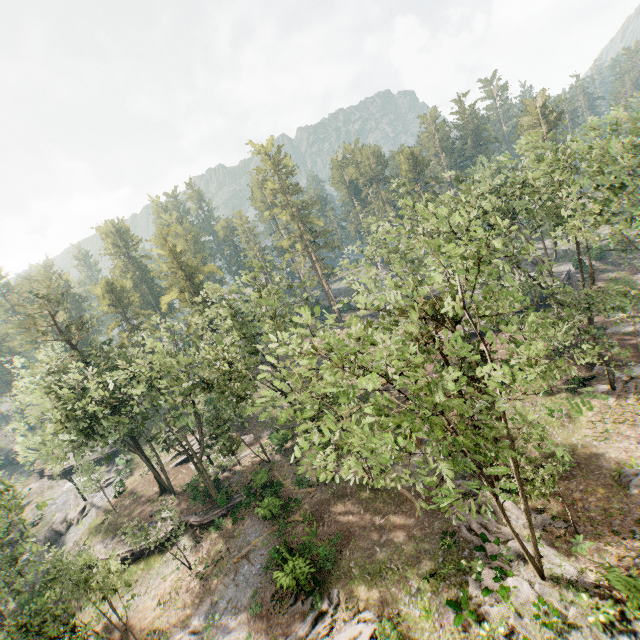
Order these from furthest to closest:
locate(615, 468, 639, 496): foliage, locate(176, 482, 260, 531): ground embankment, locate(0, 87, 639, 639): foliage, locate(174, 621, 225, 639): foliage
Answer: locate(176, 482, 260, 531): ground embankment < locate(174, 621, 225, 639): foliage < locate(615, 468, 639, 496): foliage < locate(0, 87, 639, 639): foliage

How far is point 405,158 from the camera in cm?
5700

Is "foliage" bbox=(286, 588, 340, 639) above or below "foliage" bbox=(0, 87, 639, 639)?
below

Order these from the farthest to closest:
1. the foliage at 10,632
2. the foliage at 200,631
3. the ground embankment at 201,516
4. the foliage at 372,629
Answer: the ground embankment at 201,516
the foliage at 200,631
the foliage at 372,629
the foliage at 10,632

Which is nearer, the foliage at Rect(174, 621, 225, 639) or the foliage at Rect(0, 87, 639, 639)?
the foliage at Rect(0, 87, 639, 639)

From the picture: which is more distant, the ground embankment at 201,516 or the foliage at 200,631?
the ground embankment at 201,516
